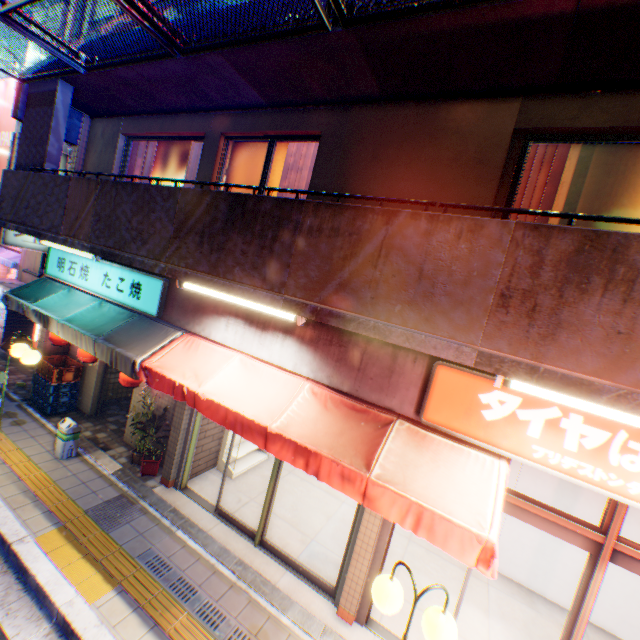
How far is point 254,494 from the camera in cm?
680

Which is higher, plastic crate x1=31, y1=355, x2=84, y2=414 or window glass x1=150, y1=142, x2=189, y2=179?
window glass x1=150, y1=142, x2=189, y2=179

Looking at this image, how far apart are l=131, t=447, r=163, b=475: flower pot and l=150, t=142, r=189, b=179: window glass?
4.9 meters

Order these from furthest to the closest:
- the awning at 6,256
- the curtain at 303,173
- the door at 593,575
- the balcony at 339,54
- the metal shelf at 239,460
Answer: the awning at 6,256, the metal shelf at 239,460, the curtain at 303,173, the door at 593,575, the balcony at 339,54

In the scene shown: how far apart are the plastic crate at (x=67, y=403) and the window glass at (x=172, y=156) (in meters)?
4.12

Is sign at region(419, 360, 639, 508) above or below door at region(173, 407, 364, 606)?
above

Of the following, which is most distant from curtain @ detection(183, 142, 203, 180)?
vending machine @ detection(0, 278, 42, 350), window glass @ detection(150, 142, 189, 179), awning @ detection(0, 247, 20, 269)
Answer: awning @ detection(0, 247, 20, 269)

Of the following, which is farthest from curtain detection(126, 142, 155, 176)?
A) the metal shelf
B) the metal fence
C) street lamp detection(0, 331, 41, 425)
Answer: the metal shelf
